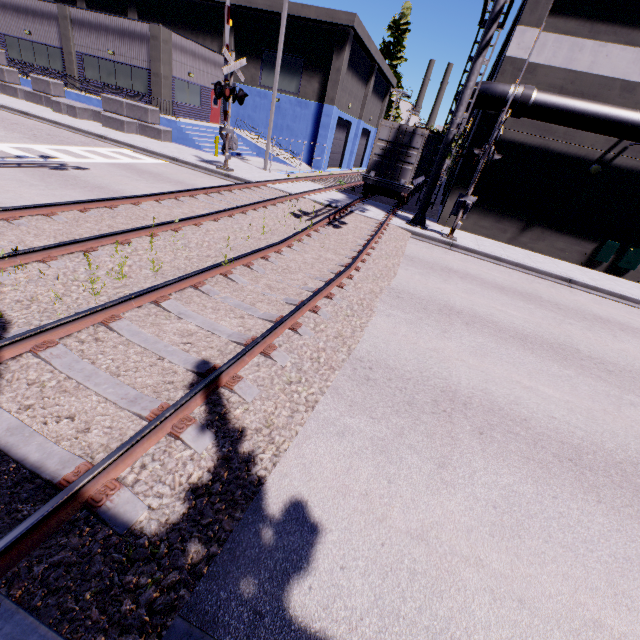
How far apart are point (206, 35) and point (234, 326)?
34.4m

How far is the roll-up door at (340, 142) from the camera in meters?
31.3 m

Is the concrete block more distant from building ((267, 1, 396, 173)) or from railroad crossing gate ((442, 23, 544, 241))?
railroad crossing gate ((442, 23, 544, 241))

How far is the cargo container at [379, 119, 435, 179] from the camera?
16.2 meters

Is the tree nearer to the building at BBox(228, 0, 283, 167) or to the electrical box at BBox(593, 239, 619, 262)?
the building at BBox(228, 0, 283, 167)

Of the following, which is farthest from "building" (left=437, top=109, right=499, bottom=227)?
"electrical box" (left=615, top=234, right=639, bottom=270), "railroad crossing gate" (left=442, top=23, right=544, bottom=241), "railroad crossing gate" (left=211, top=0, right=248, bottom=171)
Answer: "railroad crossing gate" (left=442, top=23, right=544, bottom=241)

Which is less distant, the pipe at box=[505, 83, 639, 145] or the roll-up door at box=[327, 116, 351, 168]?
the pipe at box=[505, 83, 639, 145]

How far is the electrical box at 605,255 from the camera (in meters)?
15.52
